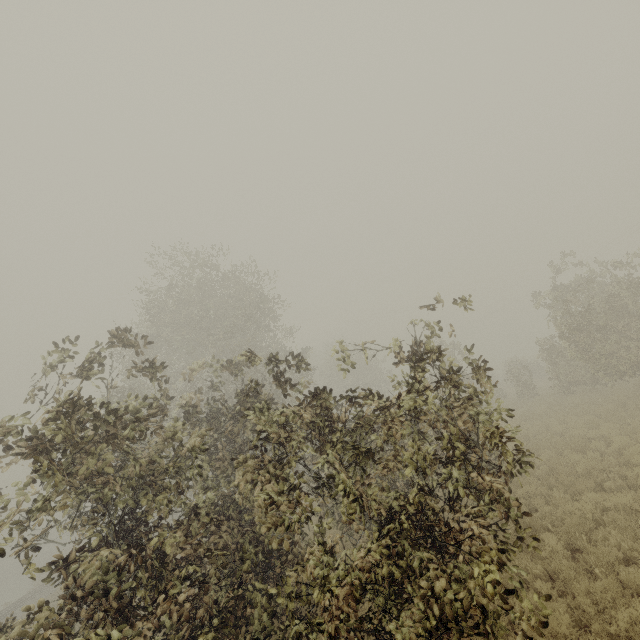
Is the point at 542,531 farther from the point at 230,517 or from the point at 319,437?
the point at 230,517
